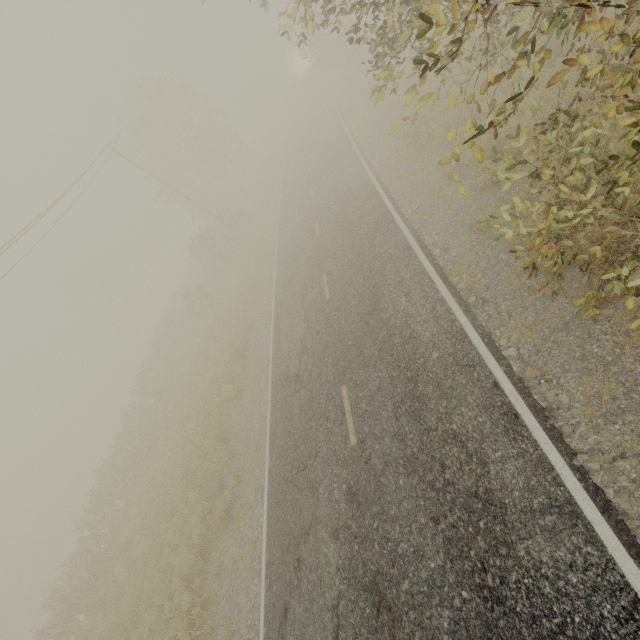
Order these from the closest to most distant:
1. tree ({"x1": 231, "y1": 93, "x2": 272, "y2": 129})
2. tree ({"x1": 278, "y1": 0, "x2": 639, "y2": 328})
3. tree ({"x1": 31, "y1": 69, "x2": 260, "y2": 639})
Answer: tree ({"x1": 278, "y1": 0, "x2": 639, "y2": 328}) → tree ({"x1": 31, "y1": 69, "x2": 260, "y2": 639}) → tree ({"x1": 231, "y1": 93, "x2": 272, "y2": 129})

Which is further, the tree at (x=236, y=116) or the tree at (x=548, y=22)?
the tree at (x=236, y=116)

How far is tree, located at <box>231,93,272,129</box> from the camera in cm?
5700

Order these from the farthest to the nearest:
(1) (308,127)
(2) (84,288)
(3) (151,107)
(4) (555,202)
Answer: (2) (84,288) < (1) (308,127) < (3) (151,107) < (4) (555,202)

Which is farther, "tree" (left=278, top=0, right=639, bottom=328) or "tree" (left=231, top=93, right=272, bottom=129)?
"tree" (left=231, top=93, right=272, bottom=129)

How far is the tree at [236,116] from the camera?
57.0 meters
